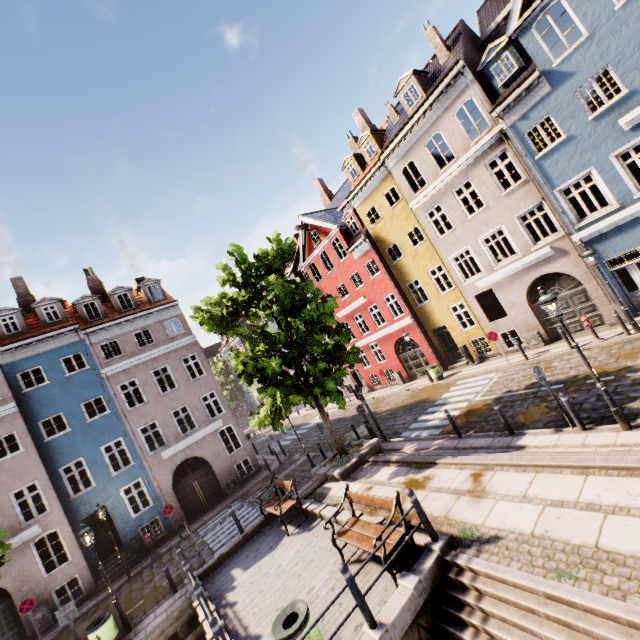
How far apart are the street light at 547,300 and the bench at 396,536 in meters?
5.7

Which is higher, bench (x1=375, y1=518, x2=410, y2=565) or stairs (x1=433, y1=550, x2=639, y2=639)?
bench (x1=375, y1=518, x2=410, y2=565)

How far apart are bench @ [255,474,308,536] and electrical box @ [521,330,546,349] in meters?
13.8 m

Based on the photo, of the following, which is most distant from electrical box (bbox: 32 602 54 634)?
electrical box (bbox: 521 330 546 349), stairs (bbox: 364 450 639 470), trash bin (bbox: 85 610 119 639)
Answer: electrical box (bbox: 521 330 546 349)

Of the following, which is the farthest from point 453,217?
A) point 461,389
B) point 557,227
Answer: point 461,389

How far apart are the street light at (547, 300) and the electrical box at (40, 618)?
24.15m

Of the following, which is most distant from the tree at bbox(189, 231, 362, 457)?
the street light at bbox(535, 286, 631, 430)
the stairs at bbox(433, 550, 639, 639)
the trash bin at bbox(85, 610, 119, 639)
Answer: the stairs at bbox(433, 550, 639, 639)

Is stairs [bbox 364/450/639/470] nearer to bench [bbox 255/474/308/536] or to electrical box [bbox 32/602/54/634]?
bench [bbox 255/474/308/536]
